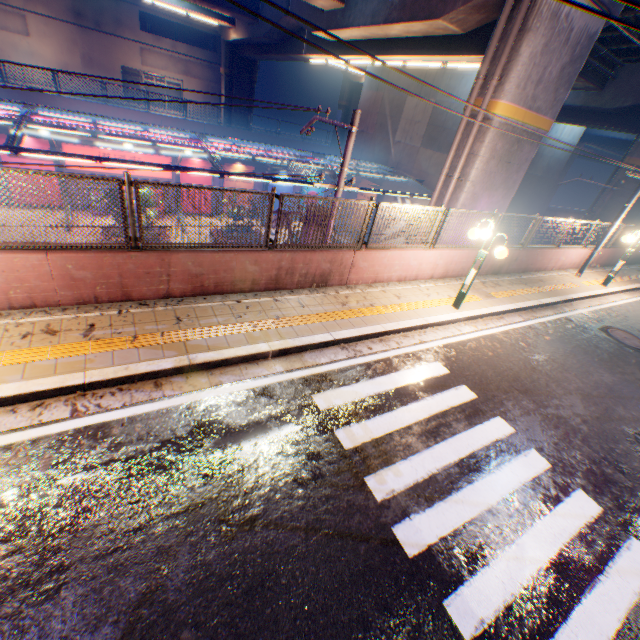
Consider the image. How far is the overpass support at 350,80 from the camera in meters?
34.9 m

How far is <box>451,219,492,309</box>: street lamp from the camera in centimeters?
787cm

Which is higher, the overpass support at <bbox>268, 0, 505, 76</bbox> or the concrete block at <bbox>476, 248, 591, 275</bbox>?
the overpass support at <bbox>268, 0, 505, 76</bbox>

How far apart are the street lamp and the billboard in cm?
2654

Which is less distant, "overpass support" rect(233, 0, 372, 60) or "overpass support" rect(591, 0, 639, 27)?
"overpass support" rect(591, 0, 639, 27)

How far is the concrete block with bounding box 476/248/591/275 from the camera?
11.5 meters

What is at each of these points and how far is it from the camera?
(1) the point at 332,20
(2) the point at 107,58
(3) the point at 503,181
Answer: (1) overpass support, 15.3 meters
(2) building, 34.3 meters
(3) overpass support, 11.8 meters

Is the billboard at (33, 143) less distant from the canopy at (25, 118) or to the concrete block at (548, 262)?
the canopy at (25, 118)
